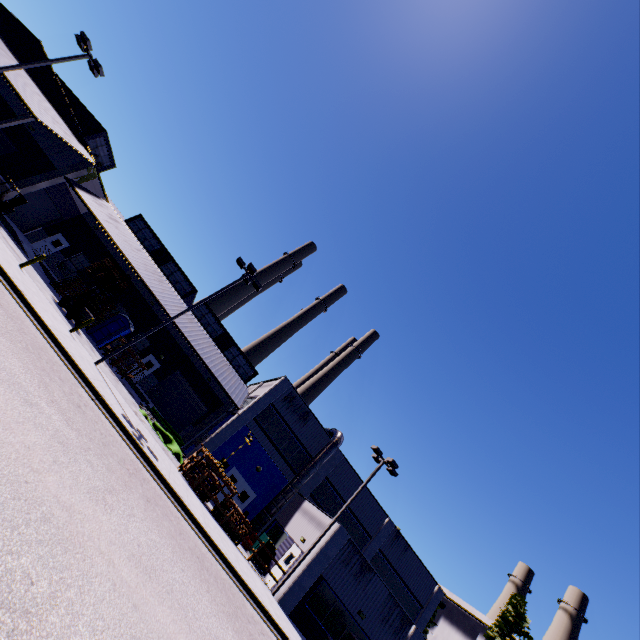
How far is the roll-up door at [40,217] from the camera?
26.6 meters

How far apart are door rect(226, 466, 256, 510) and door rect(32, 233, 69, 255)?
25.6 meters

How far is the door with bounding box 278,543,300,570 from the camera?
19.6m

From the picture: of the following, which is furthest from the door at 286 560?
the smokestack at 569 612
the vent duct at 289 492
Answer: the smokestack at 569 612

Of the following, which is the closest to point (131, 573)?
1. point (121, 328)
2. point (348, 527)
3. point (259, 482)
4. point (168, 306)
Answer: point (259, 482)

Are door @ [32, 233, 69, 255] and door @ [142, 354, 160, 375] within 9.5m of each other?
no

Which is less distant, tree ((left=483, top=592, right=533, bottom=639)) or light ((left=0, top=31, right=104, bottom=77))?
light ((left=0, top=31, right=104, bottom=77))

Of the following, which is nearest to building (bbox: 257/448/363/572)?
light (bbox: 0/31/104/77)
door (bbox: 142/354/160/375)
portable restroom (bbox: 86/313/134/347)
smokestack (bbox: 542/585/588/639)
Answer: door (bbox: 142/354/160/375)
